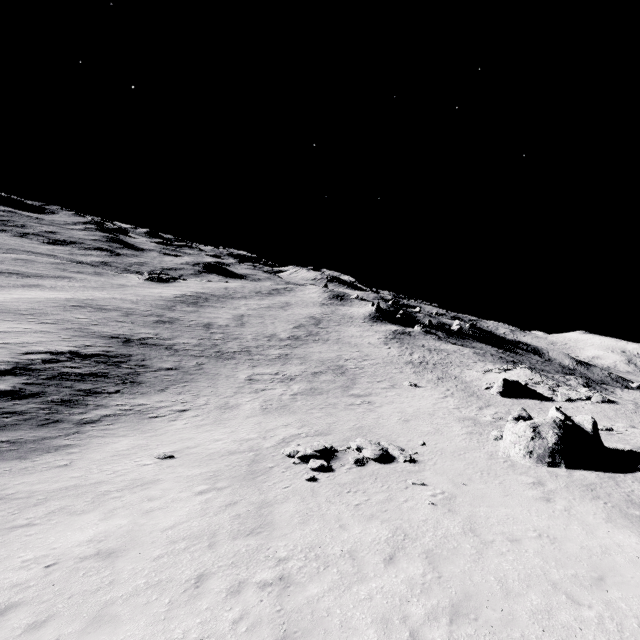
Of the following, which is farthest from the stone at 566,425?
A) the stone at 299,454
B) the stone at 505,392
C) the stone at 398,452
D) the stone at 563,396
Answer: the stone at 563,396

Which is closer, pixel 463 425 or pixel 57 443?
pixel 57 443

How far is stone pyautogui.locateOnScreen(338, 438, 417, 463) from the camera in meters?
16.7 m

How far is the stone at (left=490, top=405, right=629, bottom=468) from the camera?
16.4m

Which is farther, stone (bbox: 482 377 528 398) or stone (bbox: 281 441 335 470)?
stone (bbox: 482 377 528 398)

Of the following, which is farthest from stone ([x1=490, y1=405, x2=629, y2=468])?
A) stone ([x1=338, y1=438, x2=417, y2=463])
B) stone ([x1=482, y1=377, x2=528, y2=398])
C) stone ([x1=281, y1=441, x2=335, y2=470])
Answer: stone ([x1=482, y1=377, x2=528, y2=398])

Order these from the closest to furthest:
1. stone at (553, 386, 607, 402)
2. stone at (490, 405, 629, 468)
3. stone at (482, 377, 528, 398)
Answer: stone at (490, 405, 629, 468)
stone at (553, 386, 607, 402)
stone at (482, 377, 528, 398)

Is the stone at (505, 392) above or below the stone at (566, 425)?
below
